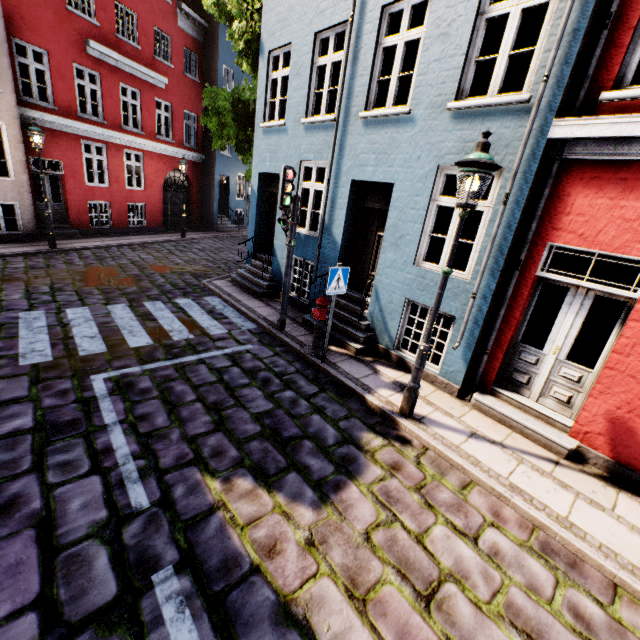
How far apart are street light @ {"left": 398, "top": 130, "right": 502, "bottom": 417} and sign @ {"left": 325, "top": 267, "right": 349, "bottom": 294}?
1.77m

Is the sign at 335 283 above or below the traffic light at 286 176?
below

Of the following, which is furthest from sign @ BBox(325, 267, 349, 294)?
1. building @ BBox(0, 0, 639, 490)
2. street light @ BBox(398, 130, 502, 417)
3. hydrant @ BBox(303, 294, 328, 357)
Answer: street light @ BBox(398, 130, 502, 417)

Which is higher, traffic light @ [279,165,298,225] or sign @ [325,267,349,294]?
traffic light @ [279,165,298,225]

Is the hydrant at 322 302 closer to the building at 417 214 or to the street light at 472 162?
the building at 417 214

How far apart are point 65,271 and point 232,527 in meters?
9.9

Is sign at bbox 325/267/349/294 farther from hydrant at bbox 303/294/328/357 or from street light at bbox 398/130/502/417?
street light at bbox 398/130/502/417

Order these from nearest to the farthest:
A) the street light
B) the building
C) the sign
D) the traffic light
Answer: the street light → the building → the sign → the traffic light
